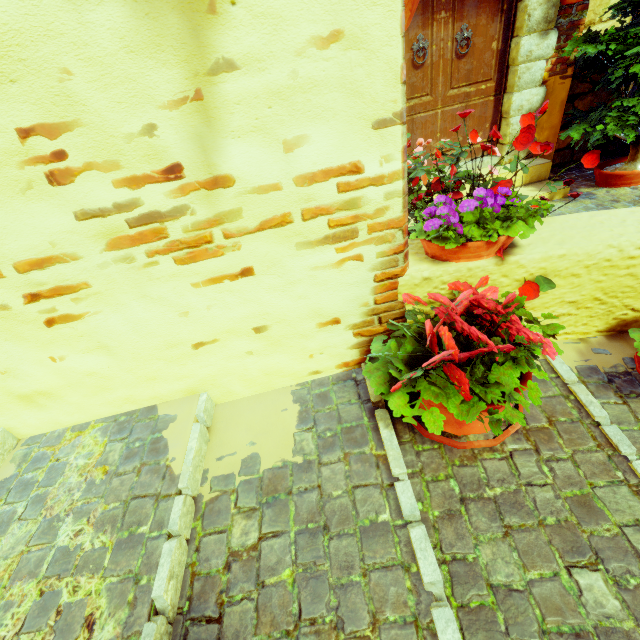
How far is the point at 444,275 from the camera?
1.39m

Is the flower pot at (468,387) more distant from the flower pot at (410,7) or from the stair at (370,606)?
the flower pot at (410,7)

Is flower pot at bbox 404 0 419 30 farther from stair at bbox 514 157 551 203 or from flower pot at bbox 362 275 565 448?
stair at bbox 514 157 551 203

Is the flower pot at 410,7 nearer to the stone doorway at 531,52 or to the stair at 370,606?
the stair at 370,606

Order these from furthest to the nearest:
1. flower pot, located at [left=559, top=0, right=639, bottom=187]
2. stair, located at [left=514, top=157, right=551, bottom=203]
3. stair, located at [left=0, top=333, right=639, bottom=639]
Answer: stair, located at [left=514, top=157, right=551, bottom=203], flower pot, located at [left=559, top=0, right=639, bottom=187], stair, located at [left=0, top=333, right=639, bottom=639]

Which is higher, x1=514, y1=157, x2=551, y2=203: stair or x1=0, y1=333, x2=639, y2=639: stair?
x1=0, y1=333, x2=639, y2=639: stair

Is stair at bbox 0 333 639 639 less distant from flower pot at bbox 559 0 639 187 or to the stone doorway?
flower pot at bbox 559 0 639 187
